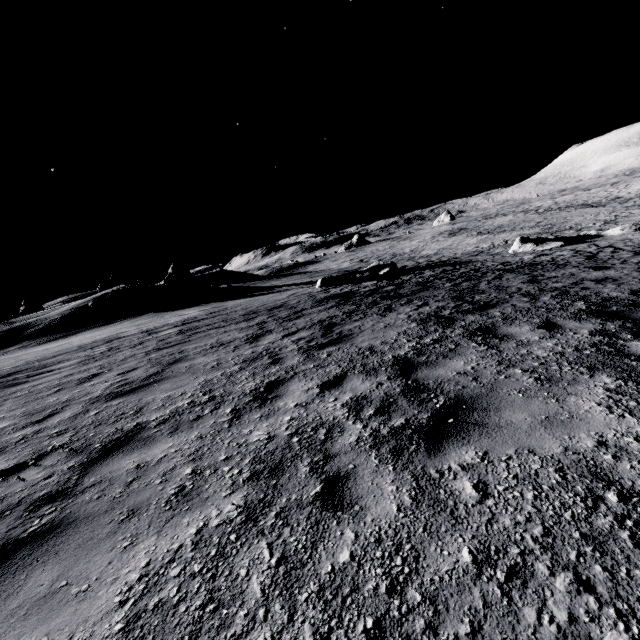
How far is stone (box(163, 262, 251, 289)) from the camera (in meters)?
33.31

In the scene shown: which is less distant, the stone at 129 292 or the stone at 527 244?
the stone at 527 244

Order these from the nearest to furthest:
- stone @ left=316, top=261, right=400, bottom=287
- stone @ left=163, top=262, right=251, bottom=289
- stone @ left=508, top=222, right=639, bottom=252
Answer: stone @ left=316, top=261, right=400, bottom=287, stone @ left=508, top=222, right=639, bottom=252, stone @ left=163, top=262, right=251, bottom=289

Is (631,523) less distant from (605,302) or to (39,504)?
(39,504)

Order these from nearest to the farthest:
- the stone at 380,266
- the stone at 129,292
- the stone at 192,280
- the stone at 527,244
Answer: the stone at 380,266
the stone at 527,244
the stone at 129,292
the stone at 192,280

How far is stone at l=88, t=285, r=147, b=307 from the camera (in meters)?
26.98

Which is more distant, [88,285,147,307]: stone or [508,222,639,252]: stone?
[88,285,147,307]: stone

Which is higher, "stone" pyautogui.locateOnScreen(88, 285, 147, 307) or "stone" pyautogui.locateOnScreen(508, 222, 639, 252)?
"stone" pyautogui.locateOnScreen(88, 285, 147, 307)
